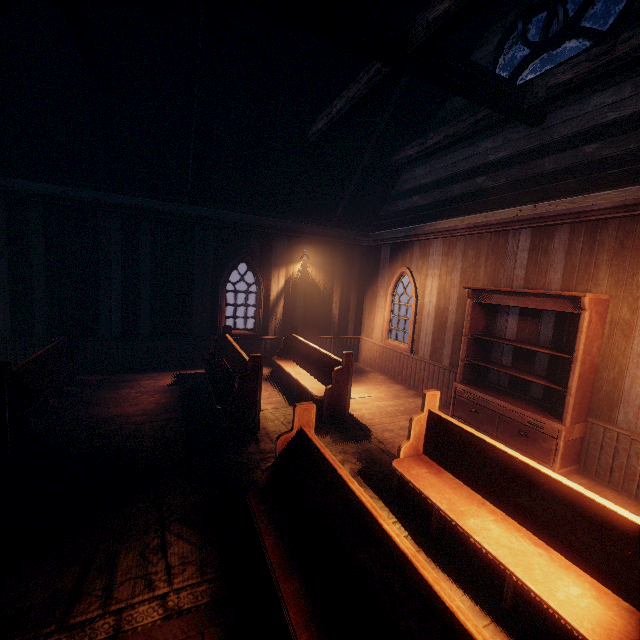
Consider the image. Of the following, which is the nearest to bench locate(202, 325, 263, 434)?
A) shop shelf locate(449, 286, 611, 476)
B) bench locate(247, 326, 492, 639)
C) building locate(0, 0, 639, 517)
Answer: building locate(0, 0, 639, 517)

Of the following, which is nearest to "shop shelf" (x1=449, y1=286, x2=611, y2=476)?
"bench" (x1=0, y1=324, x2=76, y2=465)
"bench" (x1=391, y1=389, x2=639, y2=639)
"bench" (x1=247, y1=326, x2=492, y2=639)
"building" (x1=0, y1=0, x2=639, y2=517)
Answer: "building" (x1=0, y1=0, x2=639, y2=517)

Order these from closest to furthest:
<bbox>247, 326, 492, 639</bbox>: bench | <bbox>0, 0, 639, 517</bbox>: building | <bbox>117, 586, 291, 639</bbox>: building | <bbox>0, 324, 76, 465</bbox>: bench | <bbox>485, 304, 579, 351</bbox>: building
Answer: <bbox>247, 326, 492, 639</bbox>: bench < <bbox>117, 586, 291, 639</bbox>: building < <bbox>0, 324, 76, 465</bbox>: bench < <bbox>0, 0, 639, 517</bbox>: building < <bbox>485, 304, 579, 351</bbox>: building

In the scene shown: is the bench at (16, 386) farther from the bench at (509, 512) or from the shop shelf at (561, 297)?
the shop shelf at (561, 297)

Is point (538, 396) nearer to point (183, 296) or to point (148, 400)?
point (148, 400)

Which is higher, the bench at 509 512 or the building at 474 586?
the bench at 509 512

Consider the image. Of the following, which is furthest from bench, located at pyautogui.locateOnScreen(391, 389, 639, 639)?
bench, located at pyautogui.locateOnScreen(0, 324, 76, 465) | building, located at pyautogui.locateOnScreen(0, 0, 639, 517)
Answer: → bench, located at pyautogui.locateOnScreen(0, 324, 76, 465)

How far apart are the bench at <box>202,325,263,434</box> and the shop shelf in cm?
377
